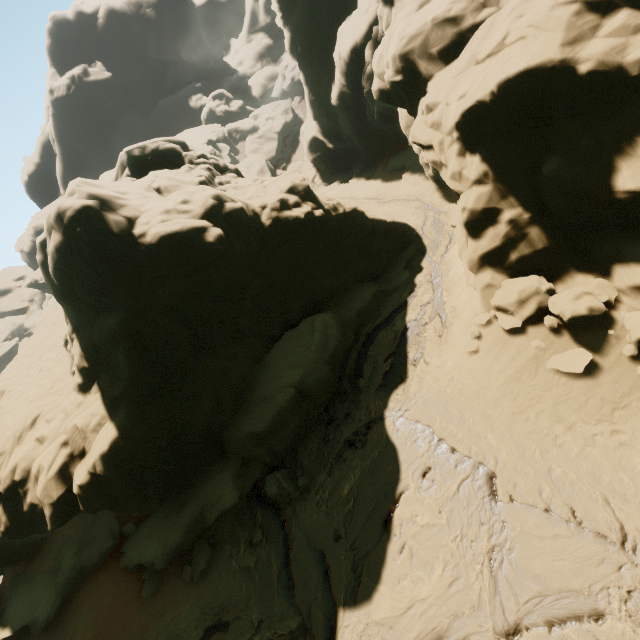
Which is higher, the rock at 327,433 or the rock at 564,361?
the rock at 564,361

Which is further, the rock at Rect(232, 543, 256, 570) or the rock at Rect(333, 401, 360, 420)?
the rock at Rect(333, 401, 360, 420)

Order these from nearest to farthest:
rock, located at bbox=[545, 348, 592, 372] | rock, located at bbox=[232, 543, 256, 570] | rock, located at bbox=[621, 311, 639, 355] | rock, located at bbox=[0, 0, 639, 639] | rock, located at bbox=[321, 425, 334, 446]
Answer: rock, located at bbox=[621, 311, 639, 355] → rock, located at bbox=[545, 348, 592, 372] → rock, located at bbox=[0, 0, 639, 639] → rock, located at bbox=[232, 543, 256, 570] → rock, located at bbox=[321, 425, 334, 446]

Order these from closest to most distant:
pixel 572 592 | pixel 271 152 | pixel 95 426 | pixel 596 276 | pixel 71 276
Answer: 1. pixel 572 592
2. pixel 596 276
3. pixel 71 276
4. pixel 95 426
5. pixel 271 152

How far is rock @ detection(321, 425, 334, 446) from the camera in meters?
12.1
